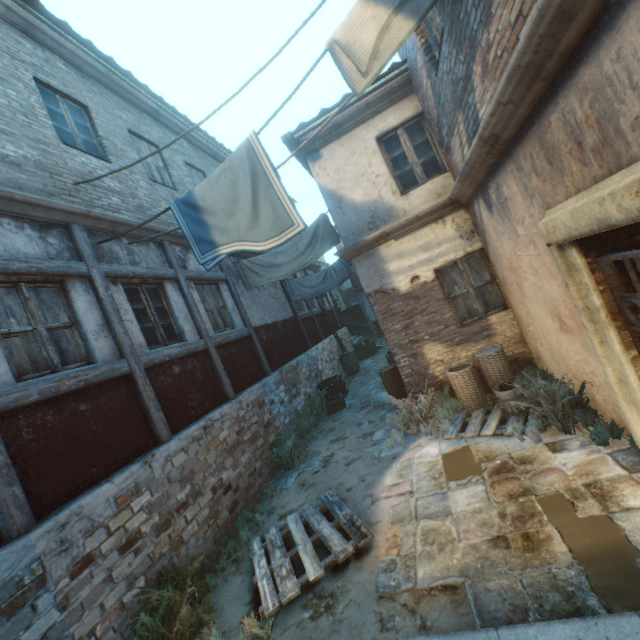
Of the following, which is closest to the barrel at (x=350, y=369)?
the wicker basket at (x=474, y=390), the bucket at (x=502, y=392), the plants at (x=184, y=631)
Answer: the wicker basket at (x=474, y=390)

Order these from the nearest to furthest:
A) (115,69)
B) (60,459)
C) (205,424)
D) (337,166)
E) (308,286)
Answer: (60,459) → (205,424) → (337,166) → (115,69) → (308,286)

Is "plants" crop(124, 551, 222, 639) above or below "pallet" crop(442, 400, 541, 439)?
above

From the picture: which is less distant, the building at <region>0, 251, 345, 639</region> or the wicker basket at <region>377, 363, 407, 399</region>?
the building at <region>0, 251, 345, 639</region>

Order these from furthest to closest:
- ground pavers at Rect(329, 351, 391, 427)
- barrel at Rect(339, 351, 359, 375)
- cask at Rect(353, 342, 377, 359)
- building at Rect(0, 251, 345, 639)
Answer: cask at Rect(353, 342, 377, 359) → barrel at Rect(339, 351, 359, 375) → ground pavers at Rect(329, 351, 391, 427) → building at Rect(0, 251, 345, 639)

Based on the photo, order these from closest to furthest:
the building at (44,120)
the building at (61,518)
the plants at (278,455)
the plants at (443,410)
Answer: the building at (61,518)
the building at (44,120)
the plants at (443,410)
the plants at (278,455)

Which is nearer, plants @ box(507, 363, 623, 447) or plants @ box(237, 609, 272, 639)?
plants @ box(237, 609, 272, 639)

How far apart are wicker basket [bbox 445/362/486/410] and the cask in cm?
1115
